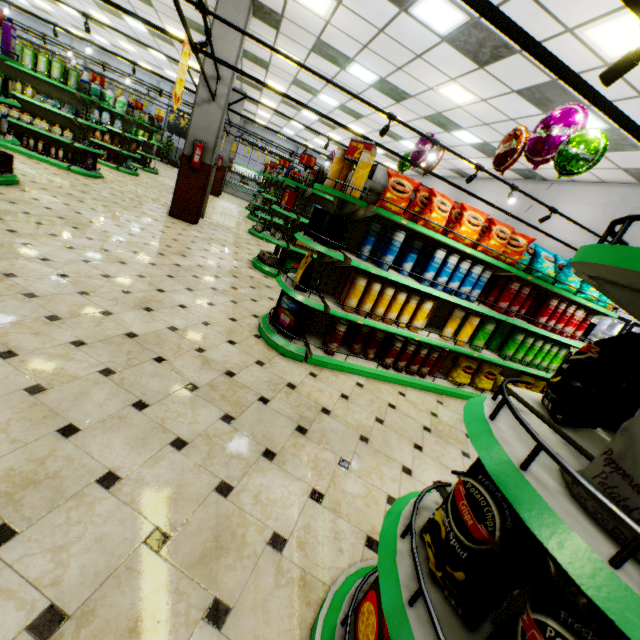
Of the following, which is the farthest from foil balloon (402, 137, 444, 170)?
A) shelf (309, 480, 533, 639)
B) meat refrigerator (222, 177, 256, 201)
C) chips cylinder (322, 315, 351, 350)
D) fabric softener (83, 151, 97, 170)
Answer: meat refrigerator (222, 177, 256, 201)

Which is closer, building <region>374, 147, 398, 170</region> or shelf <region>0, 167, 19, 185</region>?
shelf <region>0, 167, 19, 185</region>

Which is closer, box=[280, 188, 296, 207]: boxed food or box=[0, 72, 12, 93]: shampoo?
box=[0, 72, 12, 93]: shampoo

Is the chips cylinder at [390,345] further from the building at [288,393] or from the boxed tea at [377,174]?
the boxed tea at [377,174]

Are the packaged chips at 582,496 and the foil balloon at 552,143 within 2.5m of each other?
no

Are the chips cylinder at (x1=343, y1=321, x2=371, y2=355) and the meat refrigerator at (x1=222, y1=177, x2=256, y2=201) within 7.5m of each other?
no

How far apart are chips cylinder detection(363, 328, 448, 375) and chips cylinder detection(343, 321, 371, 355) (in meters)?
0.52

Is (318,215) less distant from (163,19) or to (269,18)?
(269,18)
